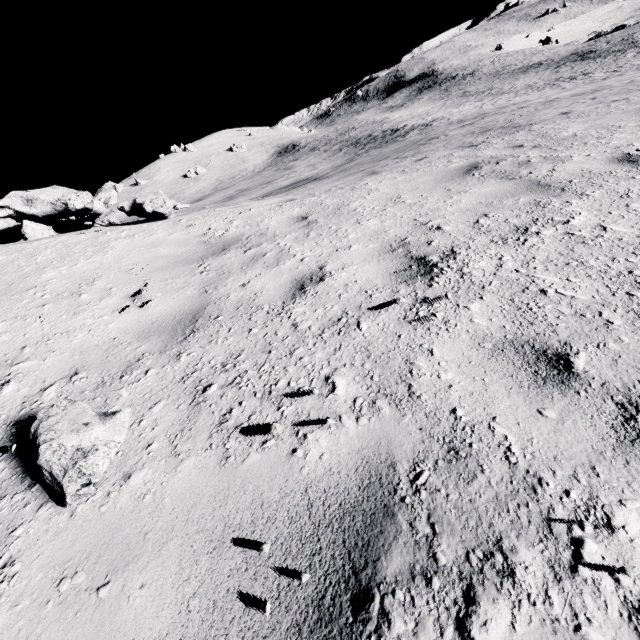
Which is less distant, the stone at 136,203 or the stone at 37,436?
the stone at 37,436

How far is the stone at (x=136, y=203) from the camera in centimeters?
522cm

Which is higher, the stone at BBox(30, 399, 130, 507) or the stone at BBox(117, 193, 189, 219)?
the stone at BBox(117, 193, 189, 219)

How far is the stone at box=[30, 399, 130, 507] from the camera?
1.5 meters

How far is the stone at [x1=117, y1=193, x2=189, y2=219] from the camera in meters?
5.2 m

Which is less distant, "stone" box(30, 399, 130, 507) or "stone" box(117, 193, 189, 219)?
"stone" box(30, 399, 130, 507)

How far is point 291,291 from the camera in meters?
3.0
